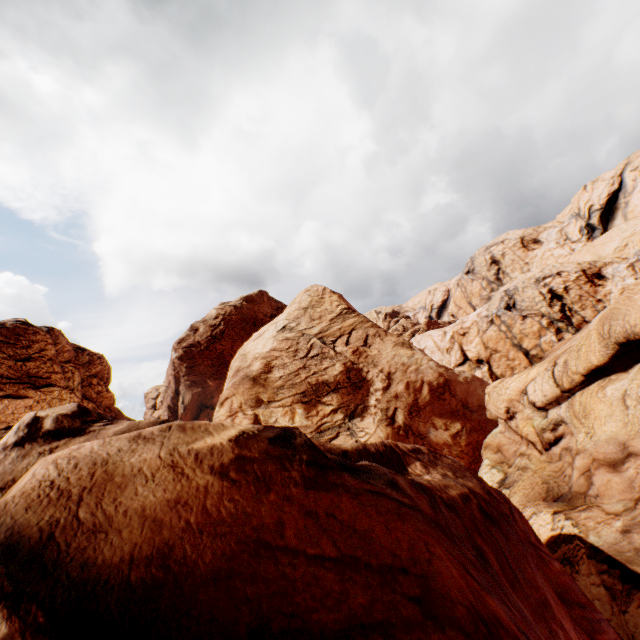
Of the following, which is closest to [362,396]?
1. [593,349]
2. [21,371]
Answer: [593,349]
